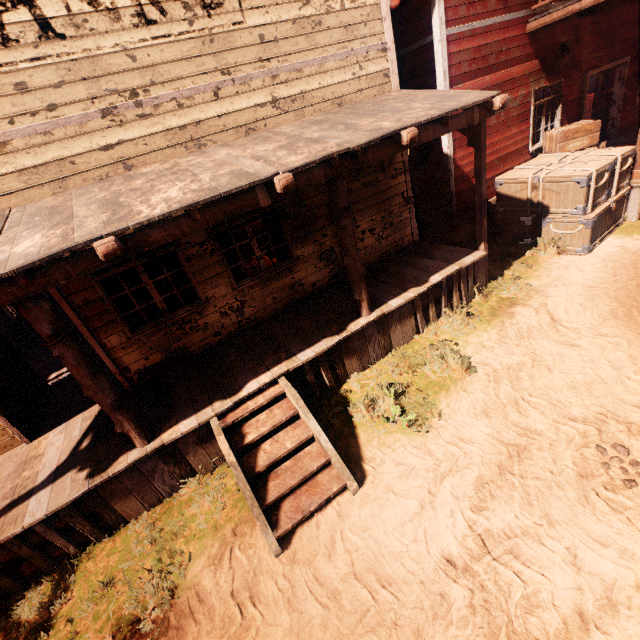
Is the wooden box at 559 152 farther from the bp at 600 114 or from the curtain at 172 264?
the bp at 600 114

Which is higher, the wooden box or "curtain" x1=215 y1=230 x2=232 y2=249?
"curtain" x1=215 y1=230 x2=232 y2=249

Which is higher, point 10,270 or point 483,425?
point 10,270

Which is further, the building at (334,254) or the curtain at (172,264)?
the curtain at (172,264)

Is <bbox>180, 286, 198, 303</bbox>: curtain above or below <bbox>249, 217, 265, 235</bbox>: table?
above

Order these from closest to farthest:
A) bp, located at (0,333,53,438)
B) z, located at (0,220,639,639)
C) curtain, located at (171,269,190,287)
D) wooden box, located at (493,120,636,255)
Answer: z, located at (0,220,639,639), bp, located at (0,333,53,438), curtain, located at (171,269,190,287), wooden box, located at (493,120,636,255)

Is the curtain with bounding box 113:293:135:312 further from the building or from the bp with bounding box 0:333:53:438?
the bp with bounding box 0:333:53:438

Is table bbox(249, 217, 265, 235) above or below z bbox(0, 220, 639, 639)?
above
